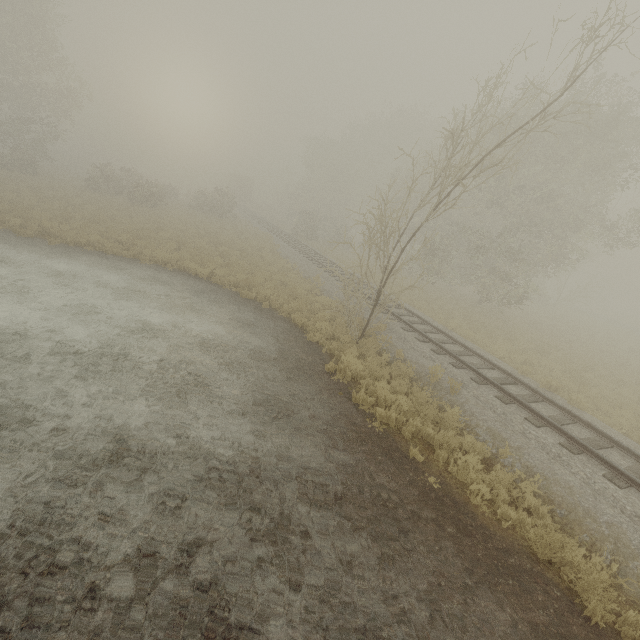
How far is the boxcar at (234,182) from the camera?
54.85m

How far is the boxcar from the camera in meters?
54.8

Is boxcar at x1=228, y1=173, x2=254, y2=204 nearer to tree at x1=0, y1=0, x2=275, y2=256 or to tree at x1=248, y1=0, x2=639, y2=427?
tree at x1=248, y1=0, x2=639, y2=427

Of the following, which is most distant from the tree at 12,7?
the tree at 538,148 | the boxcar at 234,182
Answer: the tree at 538,148

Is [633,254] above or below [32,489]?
above

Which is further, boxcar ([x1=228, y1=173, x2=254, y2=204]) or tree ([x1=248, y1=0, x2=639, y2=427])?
boxcar ([x1=228, y1=173, x2=254, y2=204])

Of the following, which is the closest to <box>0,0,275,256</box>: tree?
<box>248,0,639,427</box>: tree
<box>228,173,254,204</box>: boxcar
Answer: <box>228,173,254,204</box>: boxcar
